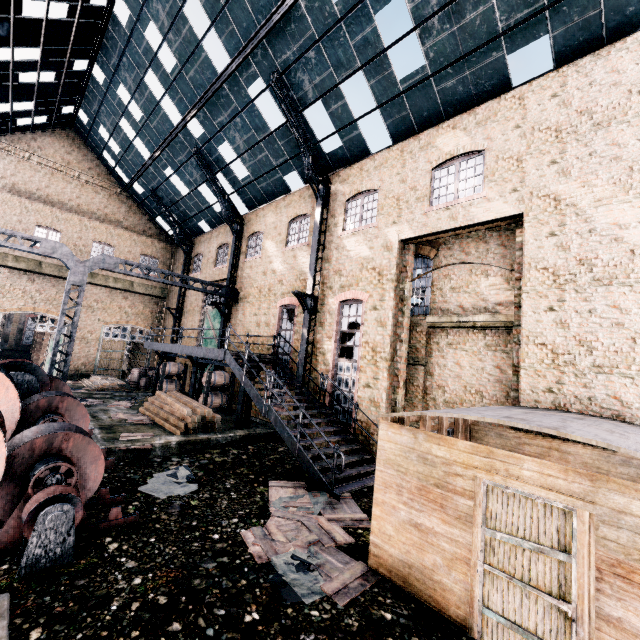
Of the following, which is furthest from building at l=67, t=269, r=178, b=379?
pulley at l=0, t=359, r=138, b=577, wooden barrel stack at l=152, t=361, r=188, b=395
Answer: pulley at l=0, t=359, r=138, b=577

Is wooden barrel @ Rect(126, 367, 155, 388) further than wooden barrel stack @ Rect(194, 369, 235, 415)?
Yes

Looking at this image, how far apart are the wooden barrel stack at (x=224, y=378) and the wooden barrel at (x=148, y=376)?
9.78m

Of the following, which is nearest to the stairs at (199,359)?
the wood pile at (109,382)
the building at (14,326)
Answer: the wood pile at (109,382)

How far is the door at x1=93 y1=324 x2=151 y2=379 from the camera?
28.29m

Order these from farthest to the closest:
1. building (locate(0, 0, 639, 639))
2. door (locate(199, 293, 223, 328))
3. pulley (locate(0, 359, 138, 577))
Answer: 1. door (locate(199, 293, 223, 328))
2. pulley (locate(0, 359, 138, 577))
3. building (locate(0, 0, 639, 639))

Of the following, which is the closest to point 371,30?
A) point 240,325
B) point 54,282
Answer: point 240,325

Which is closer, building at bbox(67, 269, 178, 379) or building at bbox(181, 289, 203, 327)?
building at bbox(181, 289, 203, 327)
